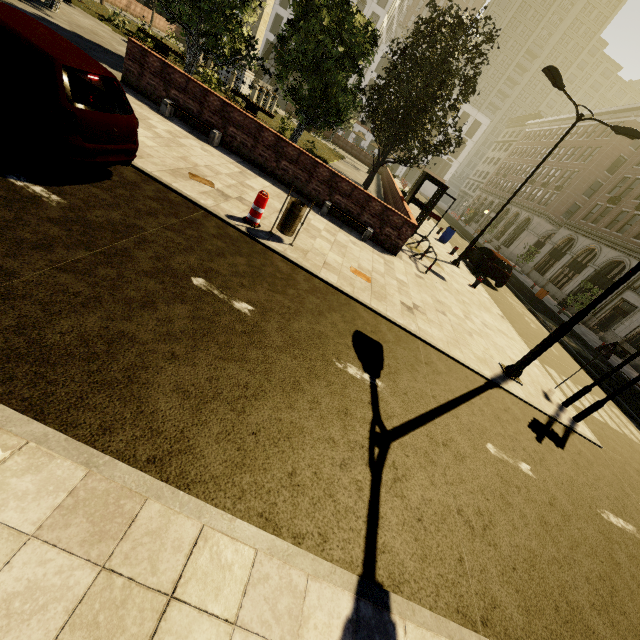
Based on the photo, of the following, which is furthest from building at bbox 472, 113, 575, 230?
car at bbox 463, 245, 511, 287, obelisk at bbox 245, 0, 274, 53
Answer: obelisk at bbox 245, 0, 274, 53

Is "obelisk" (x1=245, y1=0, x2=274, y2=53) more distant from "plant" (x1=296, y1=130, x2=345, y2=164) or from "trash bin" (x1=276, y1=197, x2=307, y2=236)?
"trash bin" (x1=276, y1=197, x2=307, y2=236)

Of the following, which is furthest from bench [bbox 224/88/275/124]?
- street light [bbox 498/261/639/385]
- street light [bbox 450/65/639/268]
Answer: street light [bbox 498/261/639/385]

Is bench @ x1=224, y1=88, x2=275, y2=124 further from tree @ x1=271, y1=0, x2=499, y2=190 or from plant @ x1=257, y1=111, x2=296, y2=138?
tree @ x1=271, y1=0, x2=499, y2=190

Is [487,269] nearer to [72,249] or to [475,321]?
[475,321]

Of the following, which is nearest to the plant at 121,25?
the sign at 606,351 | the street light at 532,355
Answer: the street light at 532,355

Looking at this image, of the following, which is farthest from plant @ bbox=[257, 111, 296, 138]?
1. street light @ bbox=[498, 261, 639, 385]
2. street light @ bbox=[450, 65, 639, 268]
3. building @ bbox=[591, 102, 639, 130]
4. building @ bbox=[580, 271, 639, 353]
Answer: building @ bbox=[591, 102, 639, 130]

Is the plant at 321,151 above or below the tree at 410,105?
below
